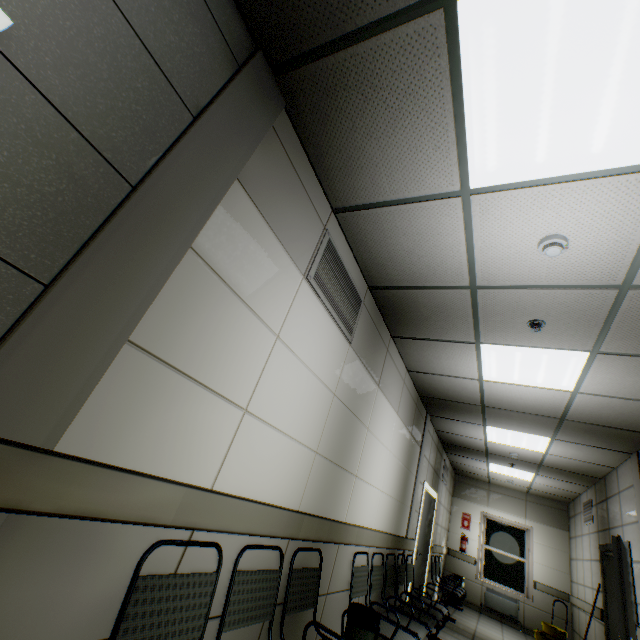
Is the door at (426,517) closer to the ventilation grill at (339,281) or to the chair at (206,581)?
the chair at (206,581)

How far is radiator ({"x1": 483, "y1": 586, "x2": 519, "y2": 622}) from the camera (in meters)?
8.35

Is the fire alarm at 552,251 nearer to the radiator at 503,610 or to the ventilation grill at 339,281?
the ventilation grill at 339,281

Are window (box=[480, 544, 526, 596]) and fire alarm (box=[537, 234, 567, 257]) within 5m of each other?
no

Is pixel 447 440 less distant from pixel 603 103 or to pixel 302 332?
pixel 302 332

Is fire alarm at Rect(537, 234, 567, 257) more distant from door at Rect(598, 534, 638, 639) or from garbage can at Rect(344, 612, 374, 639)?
door at Rect(598, 534, 638, 639)

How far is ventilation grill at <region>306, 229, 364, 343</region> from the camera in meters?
2.4 m

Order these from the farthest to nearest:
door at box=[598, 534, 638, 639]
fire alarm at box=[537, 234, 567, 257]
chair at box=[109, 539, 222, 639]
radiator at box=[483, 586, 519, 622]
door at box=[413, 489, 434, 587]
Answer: radiator at box=[483, 586, 519, 622]
door at box=[413, 489, 434, 587]
door at box=[598, 534, 638, 639]
fire alarm at box=[537, 234, 567, 257]
chair at box=[109, 539, 222, 639]
